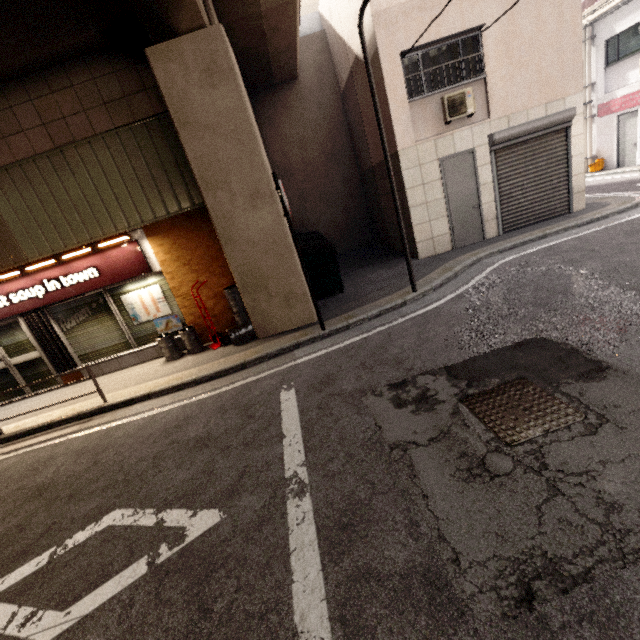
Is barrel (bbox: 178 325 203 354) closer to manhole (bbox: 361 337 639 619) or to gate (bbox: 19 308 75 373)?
gate (bbox: 19 308 75 373)

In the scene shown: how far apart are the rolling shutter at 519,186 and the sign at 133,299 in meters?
9.0

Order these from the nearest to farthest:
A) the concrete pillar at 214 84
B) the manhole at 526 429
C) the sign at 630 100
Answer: the manhole at 526 429 < the concrete pillar at 214 84 < the sign at 630 100

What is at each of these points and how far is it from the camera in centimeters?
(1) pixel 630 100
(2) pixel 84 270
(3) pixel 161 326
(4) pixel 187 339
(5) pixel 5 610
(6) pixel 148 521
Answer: (1) sign, 1275cm
(2) sign, 725cm
(3) sign, 790cm
(4) barrel, 741cm
(5) ground decal, 280cm
(6) ground decal, 326cm

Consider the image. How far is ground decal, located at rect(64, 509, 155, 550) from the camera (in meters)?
3.27

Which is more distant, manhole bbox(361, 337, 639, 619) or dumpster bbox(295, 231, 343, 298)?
dumpster bbox(295, 231, 343, 298)

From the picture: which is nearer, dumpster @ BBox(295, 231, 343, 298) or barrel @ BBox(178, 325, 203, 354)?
barrel @ BBox(178, 325, 203, 354)

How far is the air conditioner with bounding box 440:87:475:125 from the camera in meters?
8.0 m
